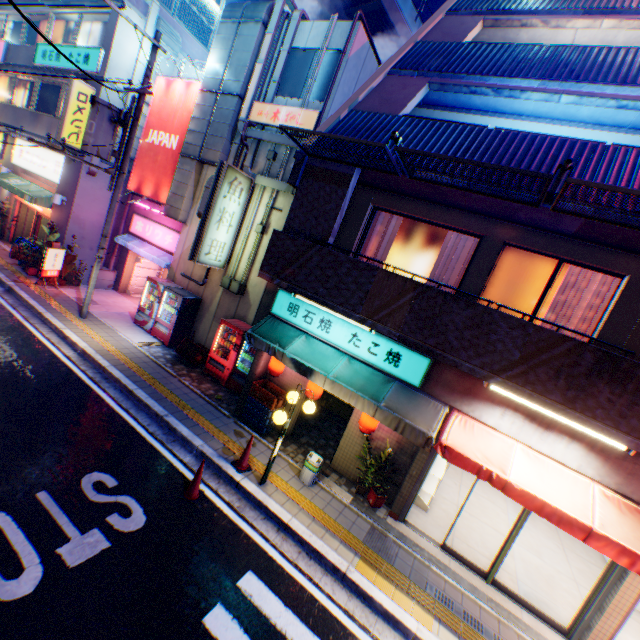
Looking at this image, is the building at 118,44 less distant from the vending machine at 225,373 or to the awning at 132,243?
the awning at 132,243

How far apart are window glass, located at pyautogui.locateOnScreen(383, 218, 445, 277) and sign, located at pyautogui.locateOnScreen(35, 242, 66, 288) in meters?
13.0 m

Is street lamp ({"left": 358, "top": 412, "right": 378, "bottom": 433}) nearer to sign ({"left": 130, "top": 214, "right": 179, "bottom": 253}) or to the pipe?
the pipe

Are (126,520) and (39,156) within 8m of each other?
no

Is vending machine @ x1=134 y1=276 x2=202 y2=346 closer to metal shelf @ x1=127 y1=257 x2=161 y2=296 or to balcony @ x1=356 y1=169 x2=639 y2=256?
metal shelf @ x1=127 y1=257 x2=161 y2=296

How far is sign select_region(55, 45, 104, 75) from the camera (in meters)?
13.08

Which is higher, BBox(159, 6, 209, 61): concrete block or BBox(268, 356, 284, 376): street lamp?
BBox(159, 6, 209, 61): concrete block

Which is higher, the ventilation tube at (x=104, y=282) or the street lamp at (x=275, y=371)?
the street lamp at (x=275, y=371)
